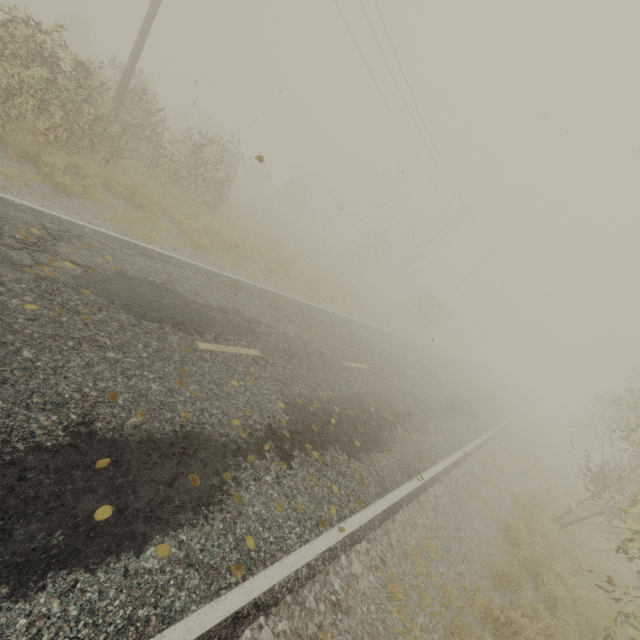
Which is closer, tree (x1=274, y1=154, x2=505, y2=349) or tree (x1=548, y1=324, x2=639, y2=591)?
tree (x1=548, y1=324, x2=639, y2=591)

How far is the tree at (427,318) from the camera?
31.0 meters

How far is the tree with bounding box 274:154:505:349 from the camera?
31.0m

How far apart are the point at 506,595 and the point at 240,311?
8.2m

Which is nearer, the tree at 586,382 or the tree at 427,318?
the tree at 586,382
